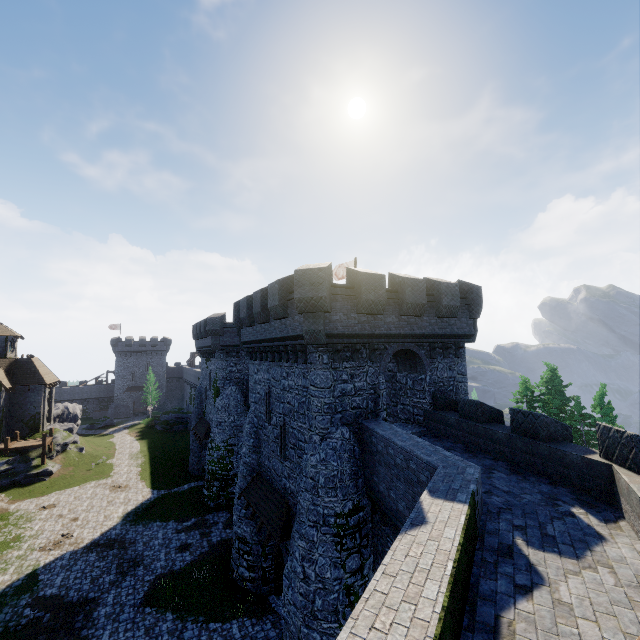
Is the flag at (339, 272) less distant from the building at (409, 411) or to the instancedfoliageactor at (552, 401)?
the building at (409, 411)

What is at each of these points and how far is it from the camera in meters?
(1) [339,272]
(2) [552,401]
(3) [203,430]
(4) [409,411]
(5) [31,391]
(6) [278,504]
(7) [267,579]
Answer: (1) flag, 28.2 m
(2) instancedfoliageactor, 43.2 m
(3) awning, 32.7 m
(4) building, 17.5 m
(5) building, 38.1 m
(6) awning, 15.8 m
(7) building, 18.0 m

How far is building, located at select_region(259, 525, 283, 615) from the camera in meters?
17.5 m

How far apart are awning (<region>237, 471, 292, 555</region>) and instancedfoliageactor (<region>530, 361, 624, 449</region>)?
38.86m

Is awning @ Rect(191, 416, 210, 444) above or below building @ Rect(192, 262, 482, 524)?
below

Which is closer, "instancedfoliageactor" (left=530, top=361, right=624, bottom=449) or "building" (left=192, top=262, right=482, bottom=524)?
"building" (left=192, top=262, right=482, bottom=524)

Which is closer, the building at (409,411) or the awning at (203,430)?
the building at (409,411)

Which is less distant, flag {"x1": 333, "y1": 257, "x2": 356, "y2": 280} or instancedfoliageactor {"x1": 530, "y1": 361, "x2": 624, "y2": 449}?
flag {"x1": 333, "y1": 257, "x2": 356, "y2": 280}
